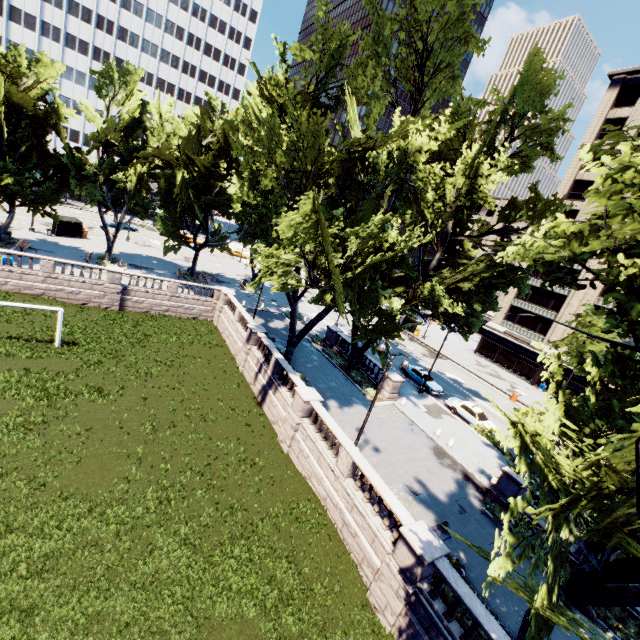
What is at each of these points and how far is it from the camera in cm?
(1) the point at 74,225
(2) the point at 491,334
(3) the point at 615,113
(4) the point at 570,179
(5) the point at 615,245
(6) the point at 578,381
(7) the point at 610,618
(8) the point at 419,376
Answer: (1) bus stop, 4356
(2) building, 5416
(3) building, 4434
(4) building, 4744
(5) tree, 811
(6) building, 4372
(7) bush, 1370
(8) vehicle, 3353

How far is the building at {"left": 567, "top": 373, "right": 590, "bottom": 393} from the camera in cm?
4306

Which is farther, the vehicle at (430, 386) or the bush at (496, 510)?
the vehicle at (430, 386)

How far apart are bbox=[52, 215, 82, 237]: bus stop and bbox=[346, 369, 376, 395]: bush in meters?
42.4 m

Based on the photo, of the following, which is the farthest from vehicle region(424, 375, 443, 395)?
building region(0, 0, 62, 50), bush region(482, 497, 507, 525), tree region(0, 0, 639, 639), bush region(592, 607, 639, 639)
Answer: building region(0, 0, 62, 50)

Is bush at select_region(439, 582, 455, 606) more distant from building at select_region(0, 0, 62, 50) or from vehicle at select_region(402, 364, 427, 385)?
building at select_region(0, 0, 62, 50)

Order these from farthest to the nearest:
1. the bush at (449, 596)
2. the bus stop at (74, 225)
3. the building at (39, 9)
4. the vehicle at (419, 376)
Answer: the building at (39, 9), the bus stop at (74, 225), the vehicle at (419, 376), the bush at (449, 596)

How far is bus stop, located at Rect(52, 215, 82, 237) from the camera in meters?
41.8
